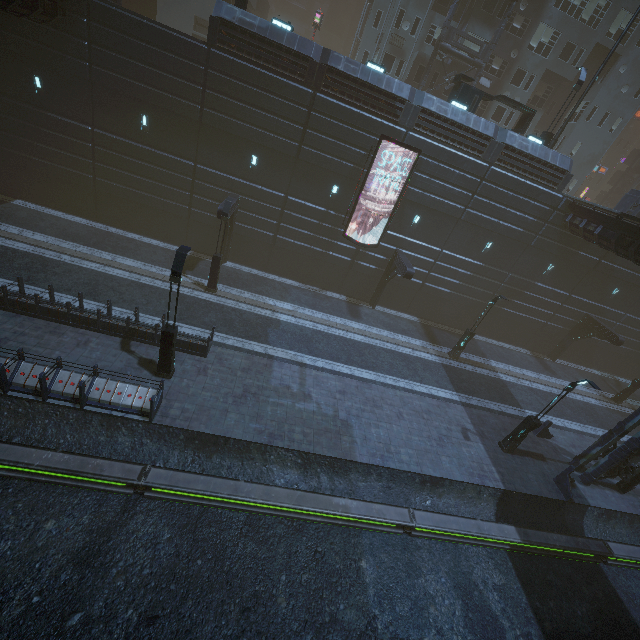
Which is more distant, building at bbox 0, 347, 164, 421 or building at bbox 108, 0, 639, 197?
building at bbox 108, 0, 639, 197

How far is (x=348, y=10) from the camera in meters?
50.6

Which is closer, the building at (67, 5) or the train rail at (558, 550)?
the train rail at (558, 550)

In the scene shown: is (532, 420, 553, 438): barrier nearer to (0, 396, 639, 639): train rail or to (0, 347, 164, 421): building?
(0, 347, 164, 421): building

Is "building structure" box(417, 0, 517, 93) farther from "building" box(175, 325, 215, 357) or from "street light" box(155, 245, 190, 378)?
"street light" box(155, 245, 190, 378)

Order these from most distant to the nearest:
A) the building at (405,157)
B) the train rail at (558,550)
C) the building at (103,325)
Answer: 1. the building at (405,157)
2. the building at (103,325)
3. the train rail at (558,550)

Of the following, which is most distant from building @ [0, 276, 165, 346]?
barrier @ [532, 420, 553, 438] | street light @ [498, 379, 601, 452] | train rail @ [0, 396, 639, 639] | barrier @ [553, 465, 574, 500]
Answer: street light @ [498, 379, 601, 452]
